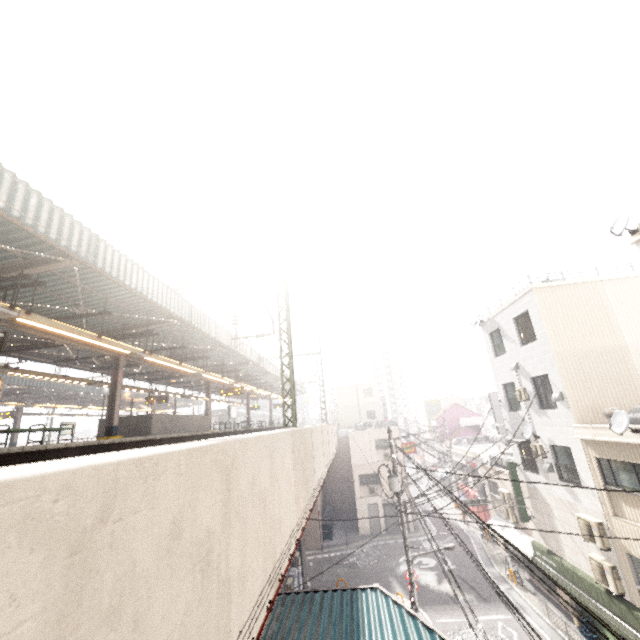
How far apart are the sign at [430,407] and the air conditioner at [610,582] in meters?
37.9 m

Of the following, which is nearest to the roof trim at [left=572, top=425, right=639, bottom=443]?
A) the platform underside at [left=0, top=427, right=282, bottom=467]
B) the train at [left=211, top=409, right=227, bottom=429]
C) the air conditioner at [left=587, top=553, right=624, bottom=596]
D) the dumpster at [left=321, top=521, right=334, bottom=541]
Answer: the air conditioner at [left=587, top=553, right=624, bottom=596]

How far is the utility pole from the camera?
14.6 meters

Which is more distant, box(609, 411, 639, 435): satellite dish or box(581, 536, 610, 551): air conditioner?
box(581, 536, 610, 551): air conditioner

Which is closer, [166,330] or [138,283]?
[138,283]

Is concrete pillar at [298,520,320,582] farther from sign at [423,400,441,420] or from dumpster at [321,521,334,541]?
sign at [423,400,441,420]

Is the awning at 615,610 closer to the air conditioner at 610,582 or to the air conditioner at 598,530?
the air conditioner at 610,582

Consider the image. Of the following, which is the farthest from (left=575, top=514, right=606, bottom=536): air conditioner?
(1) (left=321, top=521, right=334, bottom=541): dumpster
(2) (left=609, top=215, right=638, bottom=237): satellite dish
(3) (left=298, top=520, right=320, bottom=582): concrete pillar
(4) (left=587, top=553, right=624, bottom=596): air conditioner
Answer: (1) (left=321, top=521, right=334, bottom=541): dumpster
